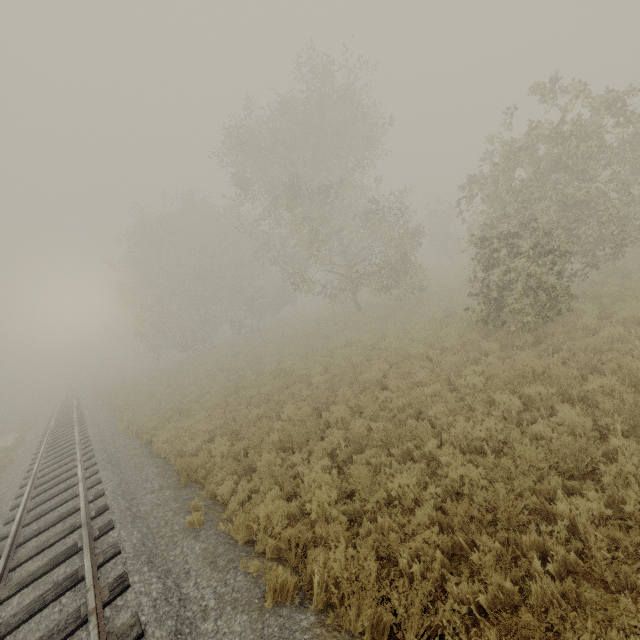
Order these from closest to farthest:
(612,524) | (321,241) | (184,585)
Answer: (612,524)
(184,585)
(321,241)
